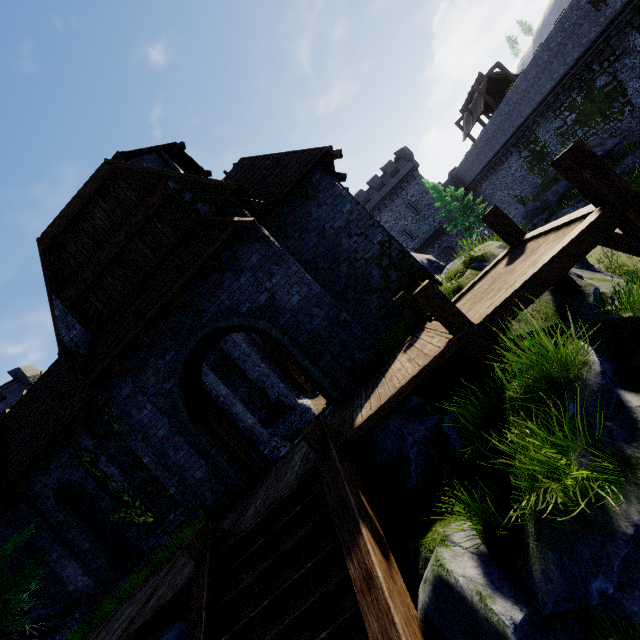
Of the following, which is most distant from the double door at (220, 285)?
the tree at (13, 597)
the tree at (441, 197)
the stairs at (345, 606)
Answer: the tree at (441, 197)

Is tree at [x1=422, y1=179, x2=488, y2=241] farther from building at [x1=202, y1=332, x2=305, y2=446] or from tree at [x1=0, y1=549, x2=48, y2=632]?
tree at [x1=0, y1=549, x2=48, y2=632]

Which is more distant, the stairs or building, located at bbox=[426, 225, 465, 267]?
building, located at bbox=[426, 225, 465, 267]

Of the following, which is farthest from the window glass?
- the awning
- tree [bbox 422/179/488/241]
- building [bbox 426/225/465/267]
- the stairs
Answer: building [bbox 426/225/465/267]

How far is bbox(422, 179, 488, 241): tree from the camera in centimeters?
3225cm

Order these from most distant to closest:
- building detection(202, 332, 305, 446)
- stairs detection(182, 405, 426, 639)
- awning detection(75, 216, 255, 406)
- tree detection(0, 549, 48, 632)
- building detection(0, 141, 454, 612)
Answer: building detection(202, 332, 305, 446)
tree detection(0, 549, 48, 632)
building detection(0, 141, 454, 612)
awning detection(75, 216, 255, 406)
stairs detection(182, 405, 426, 639)

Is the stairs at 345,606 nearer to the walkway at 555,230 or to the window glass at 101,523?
the walkway at 555,230

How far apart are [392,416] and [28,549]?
16.5 meters
